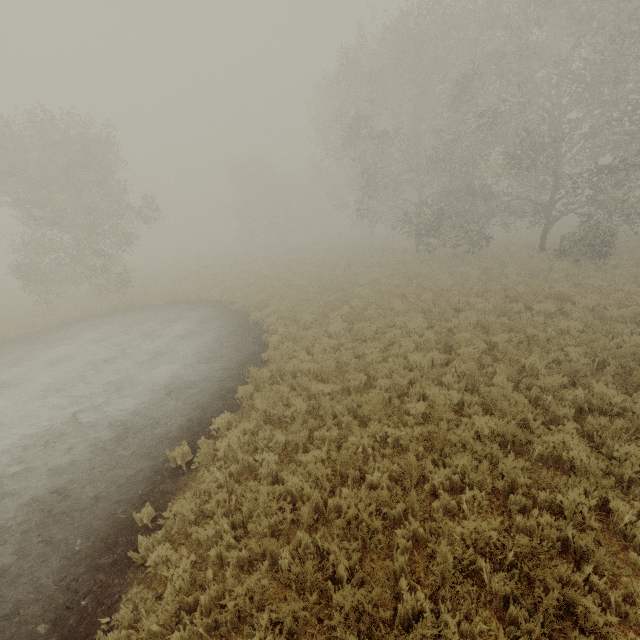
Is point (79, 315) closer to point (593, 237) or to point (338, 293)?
point (338, 293)
